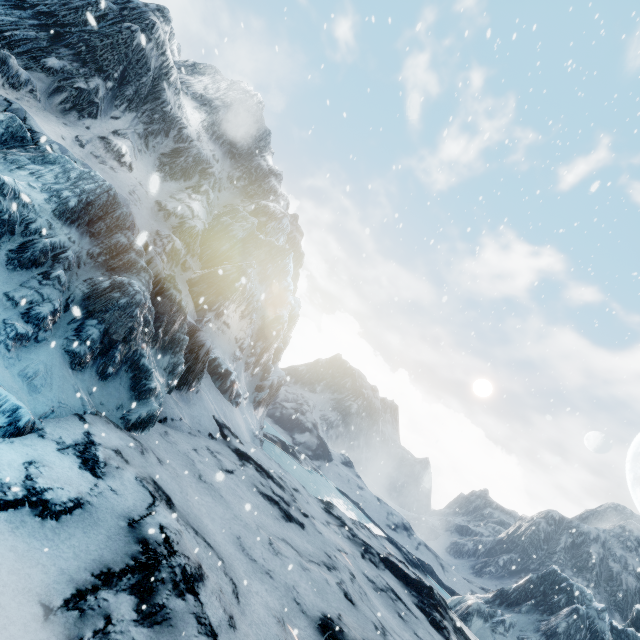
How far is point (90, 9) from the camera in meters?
20.2
